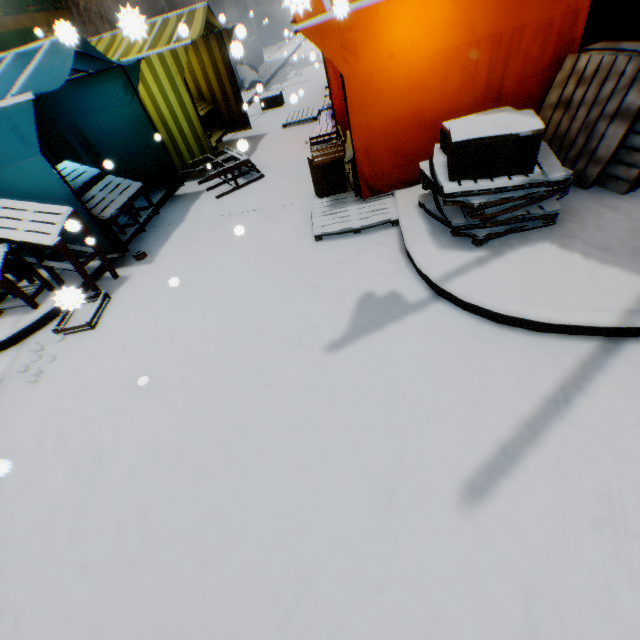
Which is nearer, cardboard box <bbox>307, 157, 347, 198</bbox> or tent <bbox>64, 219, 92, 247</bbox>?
tent <bbox>64, 219, 92, 247</bbox>

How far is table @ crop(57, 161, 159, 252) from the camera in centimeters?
492cm

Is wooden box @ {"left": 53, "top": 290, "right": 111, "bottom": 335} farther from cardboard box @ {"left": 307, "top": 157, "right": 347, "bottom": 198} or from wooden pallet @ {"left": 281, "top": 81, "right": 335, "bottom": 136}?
wooden pallet @ {"left": 281, "top": 81, "right": 335, "bottom": 136}

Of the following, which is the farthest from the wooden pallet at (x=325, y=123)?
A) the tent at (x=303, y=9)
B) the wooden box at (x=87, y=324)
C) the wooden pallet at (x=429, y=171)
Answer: the wooden box at (x=87, y=324)

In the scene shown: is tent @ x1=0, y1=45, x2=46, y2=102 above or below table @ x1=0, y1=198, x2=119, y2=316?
above

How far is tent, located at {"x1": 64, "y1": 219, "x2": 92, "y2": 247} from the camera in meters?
3.6

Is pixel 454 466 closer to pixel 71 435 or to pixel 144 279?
pixel 71 435

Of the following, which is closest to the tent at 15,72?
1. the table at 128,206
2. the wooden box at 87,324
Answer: the table at 128,206
